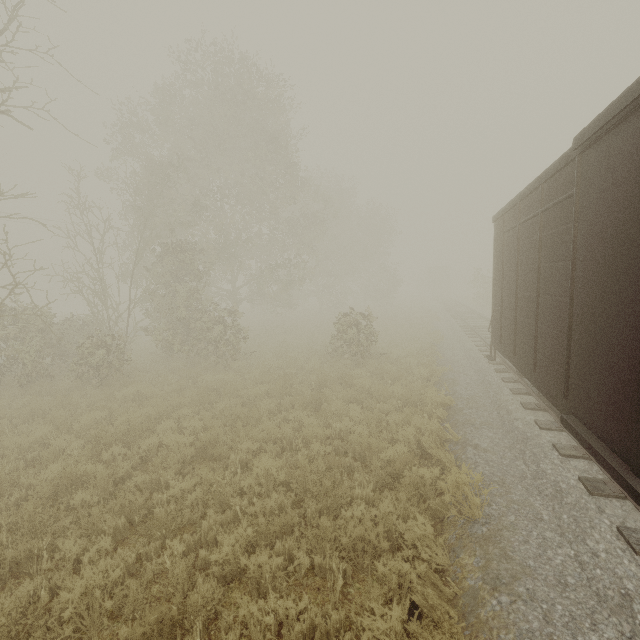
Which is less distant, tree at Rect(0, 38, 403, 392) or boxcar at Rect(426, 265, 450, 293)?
tree at Rect(0, 38, 403, 392)

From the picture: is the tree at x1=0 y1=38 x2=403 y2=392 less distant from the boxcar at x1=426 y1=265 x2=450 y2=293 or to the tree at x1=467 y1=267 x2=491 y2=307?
the tree at x1=467 y1=267 x2=491 y2=307

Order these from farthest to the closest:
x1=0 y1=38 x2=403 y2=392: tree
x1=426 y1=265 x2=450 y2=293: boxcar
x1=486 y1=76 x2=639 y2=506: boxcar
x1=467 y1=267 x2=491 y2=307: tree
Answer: x1=426 y1=265 x2=450 y2=293: boxcar, x1=467 y1=267 x2=491 y2=307: tree, x1=0 y1=38 x2=403 y2=392: tree, x1=486 y1=76 x2=639 y2=506: boxcar

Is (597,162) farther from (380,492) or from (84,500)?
(84,500)

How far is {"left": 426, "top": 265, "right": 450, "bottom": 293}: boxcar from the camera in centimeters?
5319cm

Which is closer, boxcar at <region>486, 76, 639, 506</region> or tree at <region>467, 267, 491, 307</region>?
boxcar at <region>486, 76, 639, 506</region>

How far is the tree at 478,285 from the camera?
31.86m

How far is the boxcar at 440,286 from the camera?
53.2m
